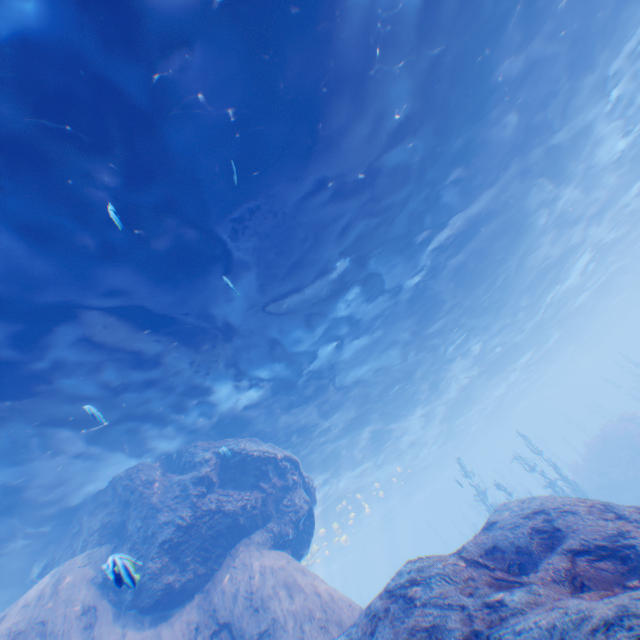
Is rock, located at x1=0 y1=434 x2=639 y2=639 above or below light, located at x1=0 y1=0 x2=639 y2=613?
below

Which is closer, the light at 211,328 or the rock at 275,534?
the rock at 275,534

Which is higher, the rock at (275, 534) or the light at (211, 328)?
the light at (211, 328)

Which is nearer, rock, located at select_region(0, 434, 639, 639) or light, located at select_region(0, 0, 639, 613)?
→ rock, located at select_region(0, 434, 639, 639)

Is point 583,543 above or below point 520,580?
below
